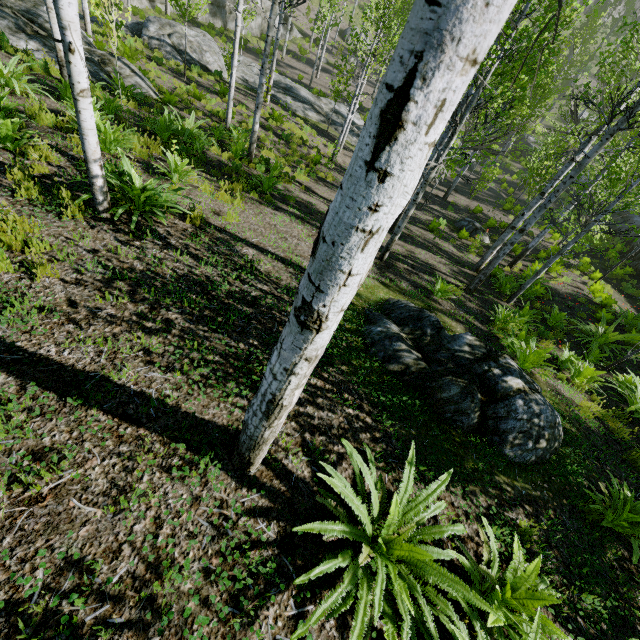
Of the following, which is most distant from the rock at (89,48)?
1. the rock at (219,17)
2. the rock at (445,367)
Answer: the rock at (445,367)

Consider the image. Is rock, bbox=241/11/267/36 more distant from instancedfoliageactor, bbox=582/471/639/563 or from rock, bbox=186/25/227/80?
instancedfoliageactor, bbox=582/471/639/563

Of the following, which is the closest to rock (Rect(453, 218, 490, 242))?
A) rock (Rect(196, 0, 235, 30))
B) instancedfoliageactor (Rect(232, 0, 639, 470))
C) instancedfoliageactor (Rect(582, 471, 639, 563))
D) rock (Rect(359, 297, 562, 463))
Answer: instancedfoliageactor (Rect(232, 0, 639, 470))

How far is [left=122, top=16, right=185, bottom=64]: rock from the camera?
17.39m

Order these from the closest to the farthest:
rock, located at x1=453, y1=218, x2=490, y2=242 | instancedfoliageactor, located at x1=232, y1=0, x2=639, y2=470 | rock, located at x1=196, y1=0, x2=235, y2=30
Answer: instancedfoliageactor, located at x1=232, y1=0, x2=639, y2=470 → rock, located at x1=453, y1=218, x2=490, y2=242 → rock, located at x1=196, y1=0, x2=235, y2=30

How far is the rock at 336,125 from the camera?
21.37m

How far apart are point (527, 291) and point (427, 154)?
12.2 meters

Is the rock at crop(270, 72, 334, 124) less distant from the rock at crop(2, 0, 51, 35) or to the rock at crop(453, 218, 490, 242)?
the rock at crop(2, 0, 51, 35)
